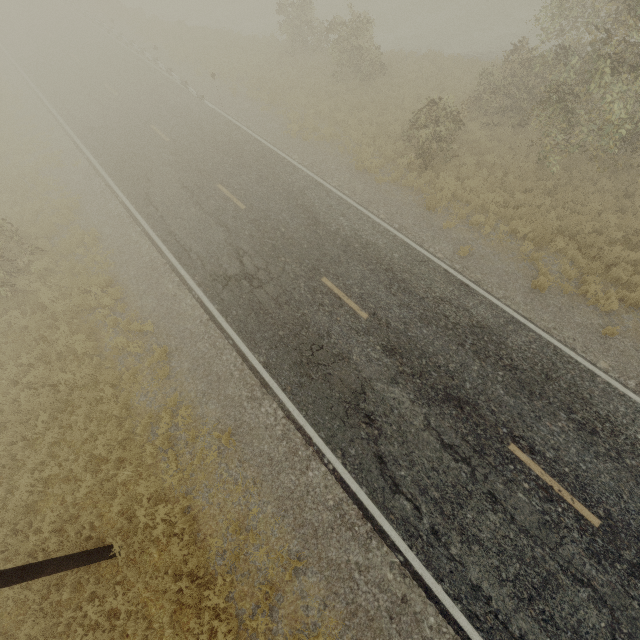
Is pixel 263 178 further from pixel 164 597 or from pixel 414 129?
pixel 164 597
